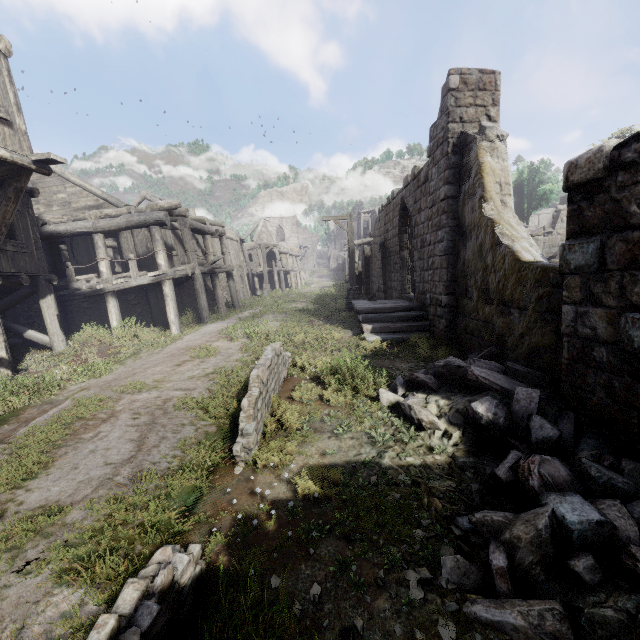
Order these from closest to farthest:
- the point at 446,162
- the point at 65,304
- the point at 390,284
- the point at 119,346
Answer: the point at 446,162 < the point at 119,346 < the point at 65,304 < the point at 390,284

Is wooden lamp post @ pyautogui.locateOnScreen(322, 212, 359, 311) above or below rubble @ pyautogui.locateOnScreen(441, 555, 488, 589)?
above

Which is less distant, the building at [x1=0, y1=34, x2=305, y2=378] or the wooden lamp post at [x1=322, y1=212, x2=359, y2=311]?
the building at [x1=0, y1=34, x2=305, y2=378]

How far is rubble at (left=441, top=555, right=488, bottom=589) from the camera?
2.8m

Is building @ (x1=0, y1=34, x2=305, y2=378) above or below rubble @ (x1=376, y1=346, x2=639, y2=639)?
above

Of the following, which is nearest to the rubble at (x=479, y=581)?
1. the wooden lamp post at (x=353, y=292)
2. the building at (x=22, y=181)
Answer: the building at (x=22, y=181)

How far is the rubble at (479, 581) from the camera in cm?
284

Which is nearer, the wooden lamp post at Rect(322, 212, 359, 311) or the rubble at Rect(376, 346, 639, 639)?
the rubble at Rect(376, 346, 639, 639)
